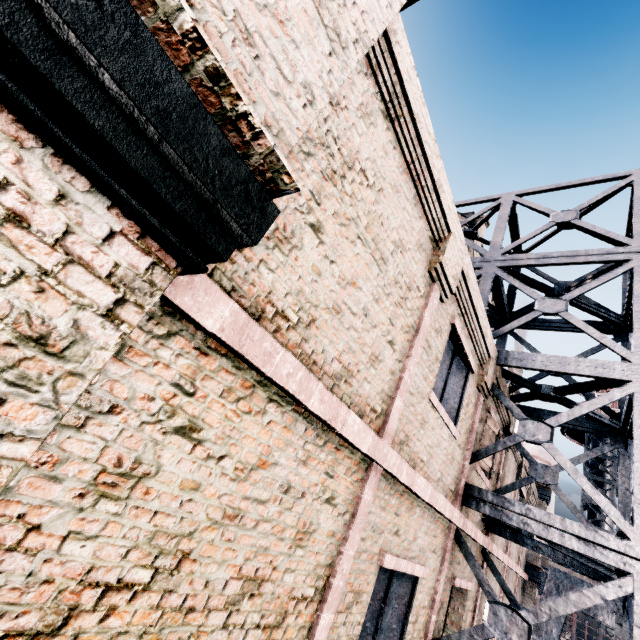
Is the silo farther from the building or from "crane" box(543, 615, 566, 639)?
"crane" box(543, 615, 566, 639)

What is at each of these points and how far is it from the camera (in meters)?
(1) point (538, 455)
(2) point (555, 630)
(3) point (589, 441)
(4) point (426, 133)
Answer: (1) silo, 22.75
(2) crane, 11.26
(3) crane, 15.65
(4) building, 4.89

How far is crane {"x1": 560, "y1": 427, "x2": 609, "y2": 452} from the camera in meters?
14.6

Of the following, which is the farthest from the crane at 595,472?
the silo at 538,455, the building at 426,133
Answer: A: the silo at 538,455

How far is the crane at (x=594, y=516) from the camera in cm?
1288
